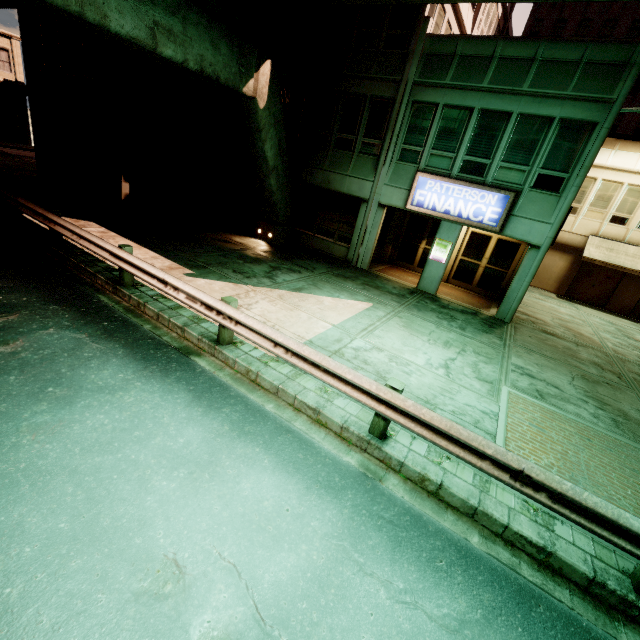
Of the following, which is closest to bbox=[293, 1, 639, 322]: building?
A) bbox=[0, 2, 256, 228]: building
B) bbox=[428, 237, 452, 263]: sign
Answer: bbox=[428, 237, 452, 263]: sign

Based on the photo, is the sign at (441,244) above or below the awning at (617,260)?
below

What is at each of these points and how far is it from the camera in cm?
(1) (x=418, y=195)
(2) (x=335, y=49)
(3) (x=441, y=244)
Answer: (1) sign, 1273
(2) building, 1369
(3) sign, 1325

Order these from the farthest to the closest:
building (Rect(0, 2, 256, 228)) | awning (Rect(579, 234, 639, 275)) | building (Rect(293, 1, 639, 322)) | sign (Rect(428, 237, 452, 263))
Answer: awning (Rect(579, 234, 639, 275)) < sign (Rect(428, 237, 452, 263)) < building (Rect(0, 2, 256, 228)) < building (Rect(293, 1, 639, 322))

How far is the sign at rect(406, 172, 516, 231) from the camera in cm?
1145

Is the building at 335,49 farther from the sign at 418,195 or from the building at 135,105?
the building at 135,105

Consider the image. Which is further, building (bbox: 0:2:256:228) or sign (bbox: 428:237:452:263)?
sign (bbox: 428:237:452:263)

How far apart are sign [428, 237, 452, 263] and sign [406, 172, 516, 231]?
1.0m
